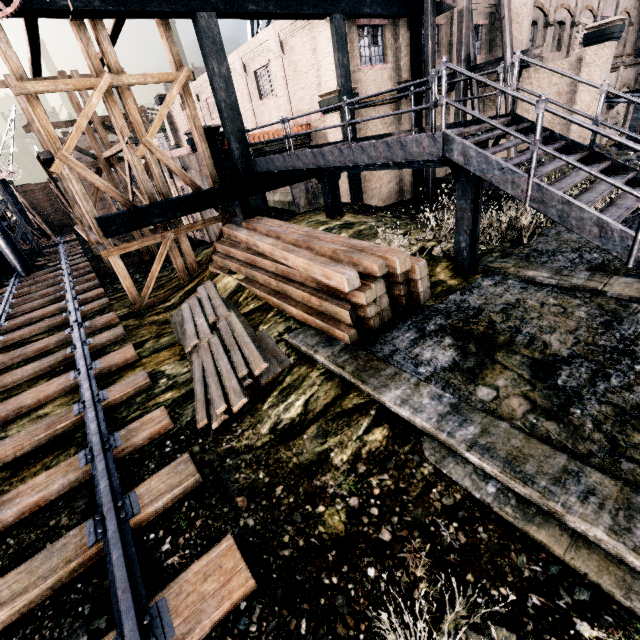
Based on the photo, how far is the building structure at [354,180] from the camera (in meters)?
17.05

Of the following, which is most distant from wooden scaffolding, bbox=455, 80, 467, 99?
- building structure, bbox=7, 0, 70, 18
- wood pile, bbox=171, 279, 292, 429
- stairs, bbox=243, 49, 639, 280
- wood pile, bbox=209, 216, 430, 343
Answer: wood pile, bbox=171, 279, 292, 429

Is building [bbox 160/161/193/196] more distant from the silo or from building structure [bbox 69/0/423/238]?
the silo

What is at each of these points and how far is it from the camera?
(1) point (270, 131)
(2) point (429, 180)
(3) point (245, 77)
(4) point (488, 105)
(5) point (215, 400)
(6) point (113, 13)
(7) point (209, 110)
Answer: (1) building, 17.1m
(2) wooden scaffolding, 18.9m
(3) building, 21.1m
(4) building, 23.0m
(5) wood pile, 7.0m
(6) building structure, 9.8m
(7) building, 27.4m

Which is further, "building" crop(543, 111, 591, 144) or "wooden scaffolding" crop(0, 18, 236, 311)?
"building" crop(543, 111, 591, 144)

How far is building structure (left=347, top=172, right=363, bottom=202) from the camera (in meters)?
17.05

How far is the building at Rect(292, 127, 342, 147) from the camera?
16.4m

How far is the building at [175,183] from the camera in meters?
19.9
